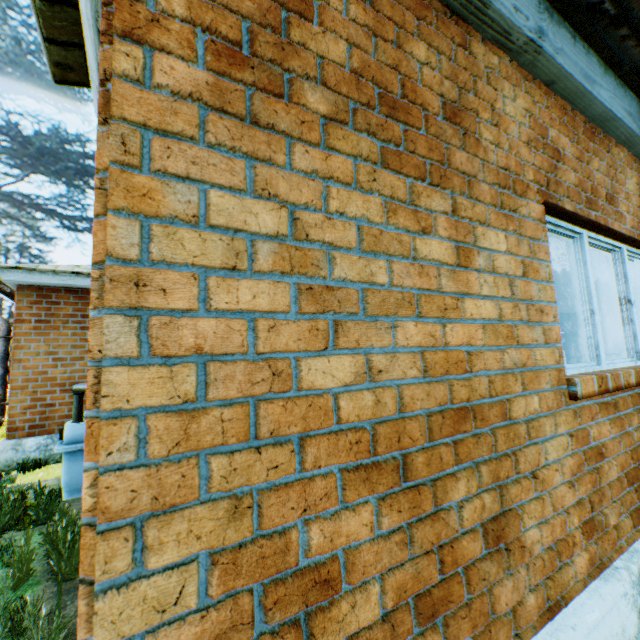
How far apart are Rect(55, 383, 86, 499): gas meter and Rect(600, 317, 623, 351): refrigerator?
10.8m

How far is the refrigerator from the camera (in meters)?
8.15

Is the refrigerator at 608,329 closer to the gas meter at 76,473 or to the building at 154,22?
the building at 154,22

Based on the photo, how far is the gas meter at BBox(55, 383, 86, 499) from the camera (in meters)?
2.75

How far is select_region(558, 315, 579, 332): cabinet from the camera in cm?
1301

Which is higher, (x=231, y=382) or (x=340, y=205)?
(x=340, y=205)

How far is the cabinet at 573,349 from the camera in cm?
1291

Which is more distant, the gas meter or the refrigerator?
the refrigerator
